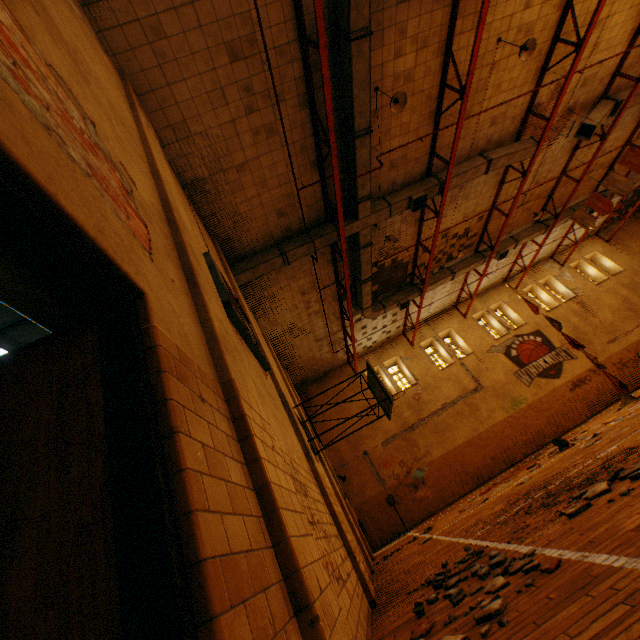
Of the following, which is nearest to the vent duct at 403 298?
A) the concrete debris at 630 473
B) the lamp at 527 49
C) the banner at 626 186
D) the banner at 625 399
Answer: the banner at 625 399

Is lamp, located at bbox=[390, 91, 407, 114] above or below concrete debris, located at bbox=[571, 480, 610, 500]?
above

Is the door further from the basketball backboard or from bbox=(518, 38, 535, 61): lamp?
bbox=(518, 38, 535, 61): lamp

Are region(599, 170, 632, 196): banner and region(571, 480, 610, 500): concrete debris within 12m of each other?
no

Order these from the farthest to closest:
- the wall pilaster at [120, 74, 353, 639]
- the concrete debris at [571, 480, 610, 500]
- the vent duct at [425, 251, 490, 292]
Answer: the vent duct at [425, 251, 490, 292] → the concrete debris at [571, 480, 610, 500] → the wall pilaster at [120, 74, 353, 639]

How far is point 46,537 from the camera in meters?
1.0 m

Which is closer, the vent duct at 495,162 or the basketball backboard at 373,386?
the basketball backboard at 373,386

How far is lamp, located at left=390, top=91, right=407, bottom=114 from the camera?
7.73m
